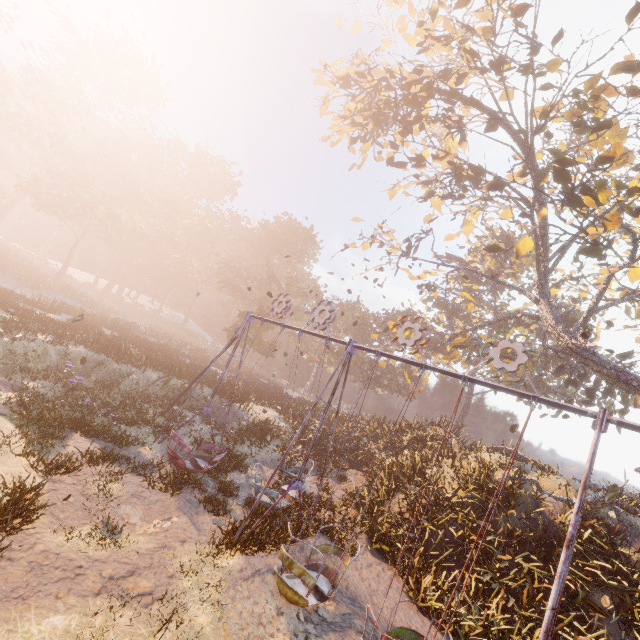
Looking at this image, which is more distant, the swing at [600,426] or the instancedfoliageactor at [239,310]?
the instancedfoliageactor at [239,310]

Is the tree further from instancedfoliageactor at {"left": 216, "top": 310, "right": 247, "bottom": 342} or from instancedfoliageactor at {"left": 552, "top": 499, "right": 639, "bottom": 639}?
instancedfoliageactor at {"left": 216, "top": 310, "right": 247, "bottom": 342}

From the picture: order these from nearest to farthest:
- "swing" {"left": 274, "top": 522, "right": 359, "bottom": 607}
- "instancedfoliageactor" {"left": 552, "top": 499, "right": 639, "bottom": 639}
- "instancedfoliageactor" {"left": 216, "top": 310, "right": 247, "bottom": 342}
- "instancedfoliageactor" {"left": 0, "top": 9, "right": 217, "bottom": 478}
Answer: "swing" {"left": 274, "top": 522, "right": 359, "bottom": 607}, "instancedfoliageactor" {"left": 552, "top": 499, "right": 639, "bottom": 639}, "instancedfoliageactor" {"left": 0, "top": 9, "right": 217, "bottom": 478}, "instancedfoliageactor" {"left": 216, "top": 310, "right": 247, "bottom": 342}

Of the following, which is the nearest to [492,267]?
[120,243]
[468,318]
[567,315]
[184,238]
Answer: [468,318]

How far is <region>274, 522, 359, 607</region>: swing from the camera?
6.8m

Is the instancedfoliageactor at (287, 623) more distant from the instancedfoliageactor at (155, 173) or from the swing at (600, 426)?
the instancedfoliageactor at (155, 173)

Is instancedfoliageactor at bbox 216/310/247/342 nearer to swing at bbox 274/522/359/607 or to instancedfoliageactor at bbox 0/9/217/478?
instancedfoliageactor at bbox 0/9/217/478

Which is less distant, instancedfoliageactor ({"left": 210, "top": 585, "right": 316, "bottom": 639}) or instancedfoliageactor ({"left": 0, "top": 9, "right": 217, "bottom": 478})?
instancedfoliageactor ({"left": 210, "top": 585, "right": 316, "bottom": 639})
